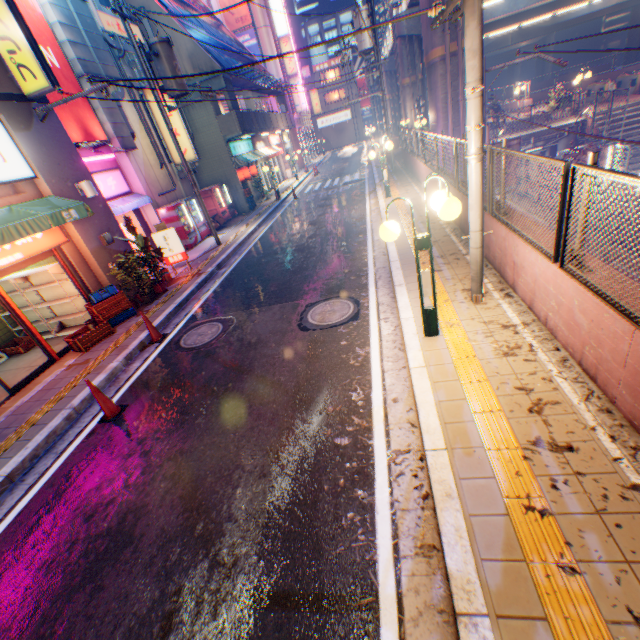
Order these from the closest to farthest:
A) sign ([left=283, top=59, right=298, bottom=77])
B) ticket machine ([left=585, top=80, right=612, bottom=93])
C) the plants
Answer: Result:
the plants
ticket machine ([left=585, top=80, right=612, bottom=93])
sign ([left=283, top=59, right=298, bottom=77])

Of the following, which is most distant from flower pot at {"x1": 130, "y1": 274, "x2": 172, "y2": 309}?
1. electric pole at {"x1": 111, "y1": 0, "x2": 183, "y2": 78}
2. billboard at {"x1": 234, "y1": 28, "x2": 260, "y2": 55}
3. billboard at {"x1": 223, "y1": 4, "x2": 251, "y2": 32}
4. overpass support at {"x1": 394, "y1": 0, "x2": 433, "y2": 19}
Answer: billboard at {"x1": 223, "y1": 4, "x2": 251, "y2": 32}

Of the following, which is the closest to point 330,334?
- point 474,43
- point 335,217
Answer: point 474,43

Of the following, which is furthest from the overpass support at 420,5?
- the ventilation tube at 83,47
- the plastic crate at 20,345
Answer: the plastic crate at 20,345

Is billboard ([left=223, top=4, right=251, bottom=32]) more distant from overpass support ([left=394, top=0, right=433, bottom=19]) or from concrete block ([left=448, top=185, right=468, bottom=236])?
concrete block ([left=448, top=185, right=468, bottom=236])

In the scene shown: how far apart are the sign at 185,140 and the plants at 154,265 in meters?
6.6 m

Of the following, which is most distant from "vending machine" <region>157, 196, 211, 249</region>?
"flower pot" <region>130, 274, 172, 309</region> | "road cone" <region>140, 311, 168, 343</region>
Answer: "road cone" <region>140, 311, 168, 343</region>

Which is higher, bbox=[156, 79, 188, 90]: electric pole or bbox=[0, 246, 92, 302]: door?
bbox=[156, 79, 188, 90]: electric pole
